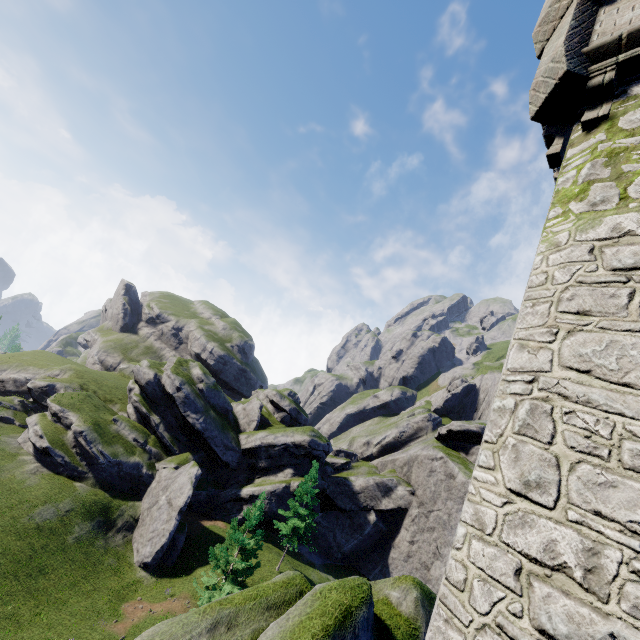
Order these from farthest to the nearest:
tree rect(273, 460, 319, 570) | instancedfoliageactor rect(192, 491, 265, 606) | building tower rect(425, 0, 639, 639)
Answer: tree rect(273, 460, 319, 570)
instancedfoliageactor rect(192, 491, 265, 606)
building tower rect(425, 0, 639, 639)

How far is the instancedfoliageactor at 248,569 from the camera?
20.25m

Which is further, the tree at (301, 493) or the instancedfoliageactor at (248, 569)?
the tree at (301, 493)

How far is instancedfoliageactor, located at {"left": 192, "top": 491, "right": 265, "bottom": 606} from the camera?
20.2 meters

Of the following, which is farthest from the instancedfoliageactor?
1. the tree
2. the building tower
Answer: the building tower

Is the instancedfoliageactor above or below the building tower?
below

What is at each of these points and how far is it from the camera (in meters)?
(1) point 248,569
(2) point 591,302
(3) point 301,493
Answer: (1) instancedfoliageactor, 21.62
(2) building tower, 3.62
(3) tree, 34.03
